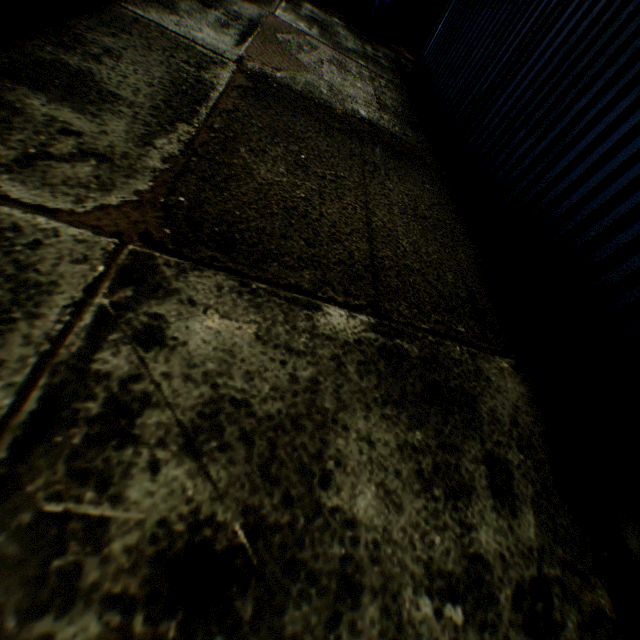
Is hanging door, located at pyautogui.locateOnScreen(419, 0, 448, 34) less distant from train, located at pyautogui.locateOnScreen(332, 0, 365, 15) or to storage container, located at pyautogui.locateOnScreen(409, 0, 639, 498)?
train, located at pyautogui.locateOnScreen(332, 0, 365, 15)

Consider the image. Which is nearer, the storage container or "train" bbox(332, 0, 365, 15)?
the storage container

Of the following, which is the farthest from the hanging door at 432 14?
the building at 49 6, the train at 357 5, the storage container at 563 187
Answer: the storage container at 563 187

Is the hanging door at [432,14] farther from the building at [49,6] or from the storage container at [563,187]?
the storage container at [563,187]

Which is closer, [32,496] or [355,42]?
[32,496]

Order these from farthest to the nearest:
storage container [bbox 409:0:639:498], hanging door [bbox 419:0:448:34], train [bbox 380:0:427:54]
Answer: hanging door [bbox 419:0:448:34], train [bbox 380:0:427:54], storage container [bbox 409:0:639:498]

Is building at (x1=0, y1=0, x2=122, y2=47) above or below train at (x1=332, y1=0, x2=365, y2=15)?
below

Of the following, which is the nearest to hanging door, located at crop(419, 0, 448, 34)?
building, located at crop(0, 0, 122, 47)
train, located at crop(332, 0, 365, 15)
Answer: building, located at crop(0, 0, 122, 47)
